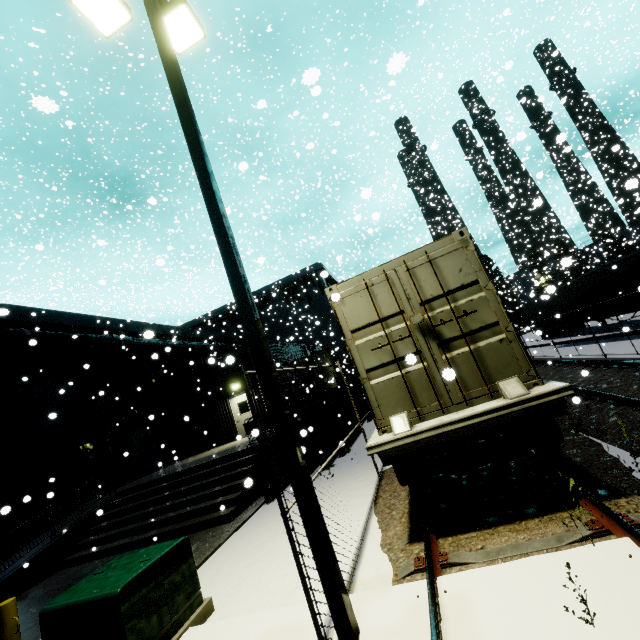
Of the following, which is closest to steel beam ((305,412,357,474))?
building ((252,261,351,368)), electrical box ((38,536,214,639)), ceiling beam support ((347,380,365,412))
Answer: building ((252,261,351,368))

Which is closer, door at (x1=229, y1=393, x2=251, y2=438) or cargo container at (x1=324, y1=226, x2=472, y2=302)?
cargo container at (x1=324, y1=226, x2=472, y2=302)

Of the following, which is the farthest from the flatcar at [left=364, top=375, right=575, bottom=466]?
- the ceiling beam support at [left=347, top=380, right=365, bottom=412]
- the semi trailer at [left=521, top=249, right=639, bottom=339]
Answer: the ceiling beam support at [left=347, top=380, right=365, bottom=412]

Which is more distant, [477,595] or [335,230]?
[335,230]

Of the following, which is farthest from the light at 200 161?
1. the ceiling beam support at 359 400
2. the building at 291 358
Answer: the ceiling beam support at 359 400

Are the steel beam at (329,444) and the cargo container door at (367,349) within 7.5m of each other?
yes

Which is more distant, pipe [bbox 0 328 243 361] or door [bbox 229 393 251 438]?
door [bbox 229 393 251 438]

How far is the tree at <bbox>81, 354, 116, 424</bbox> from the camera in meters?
16.7
